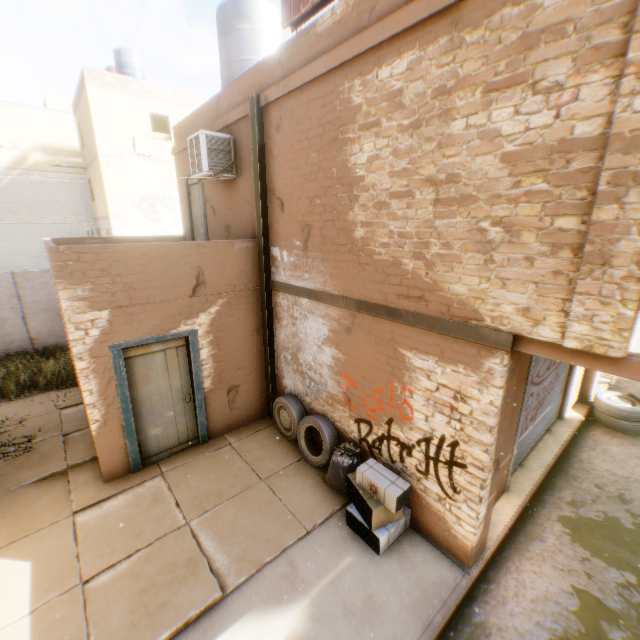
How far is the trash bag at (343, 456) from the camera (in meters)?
5.30

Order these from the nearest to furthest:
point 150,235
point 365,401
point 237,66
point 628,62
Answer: point 628,62, point 365,401, point 237,66, point 150,235

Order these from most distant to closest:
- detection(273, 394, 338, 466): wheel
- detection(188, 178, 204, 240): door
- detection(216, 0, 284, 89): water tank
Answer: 1. detection(188, 178, 204, 240): door
2. detection(216, 0, 284, 89): water tank
3. detection(273, 394, 338, 466): wheel

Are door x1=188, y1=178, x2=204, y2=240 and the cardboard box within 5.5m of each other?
no

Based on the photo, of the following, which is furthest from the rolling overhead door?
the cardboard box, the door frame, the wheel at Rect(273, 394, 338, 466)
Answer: the cardboard box

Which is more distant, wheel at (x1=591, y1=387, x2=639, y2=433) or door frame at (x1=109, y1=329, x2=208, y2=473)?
wheel at (x1=591, y1=387, x2=639, y2=433)

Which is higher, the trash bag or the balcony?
the balcony

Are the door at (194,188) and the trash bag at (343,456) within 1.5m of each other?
no
